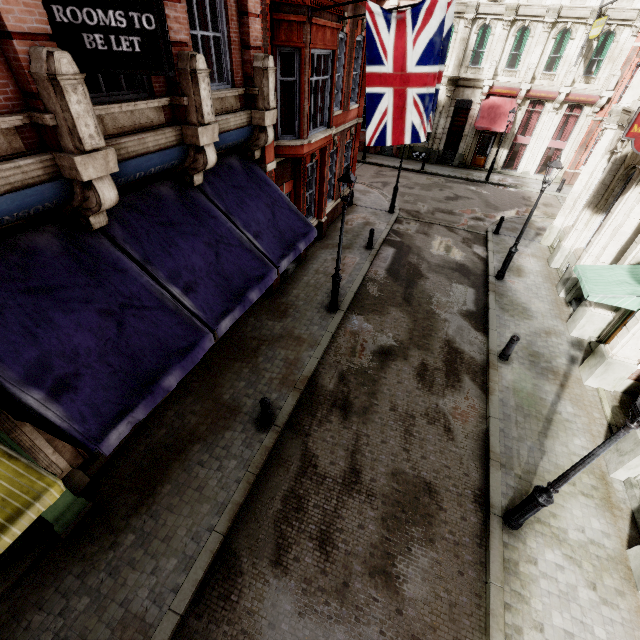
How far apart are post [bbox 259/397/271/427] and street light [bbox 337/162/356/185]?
4.72m

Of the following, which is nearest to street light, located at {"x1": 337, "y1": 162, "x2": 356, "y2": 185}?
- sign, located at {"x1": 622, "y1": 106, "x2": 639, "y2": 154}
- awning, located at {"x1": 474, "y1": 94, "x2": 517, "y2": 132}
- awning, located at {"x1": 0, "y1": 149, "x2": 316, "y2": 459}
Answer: awning, located at {"x1": 0, "y1": 149, "x2": 316, "y2": 459}

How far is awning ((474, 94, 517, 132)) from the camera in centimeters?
2356cm

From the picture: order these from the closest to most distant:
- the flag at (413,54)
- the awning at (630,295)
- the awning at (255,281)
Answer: the awning at (255,281) → the flag at (413,54) → the awning at (630,295)

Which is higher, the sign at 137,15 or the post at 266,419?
the sign at 137,15

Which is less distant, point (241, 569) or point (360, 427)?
point (241, 569)

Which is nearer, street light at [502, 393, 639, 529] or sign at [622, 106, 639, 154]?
street light at [502, 393, 639, 529]

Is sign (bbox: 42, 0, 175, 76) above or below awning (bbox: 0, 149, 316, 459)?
above
